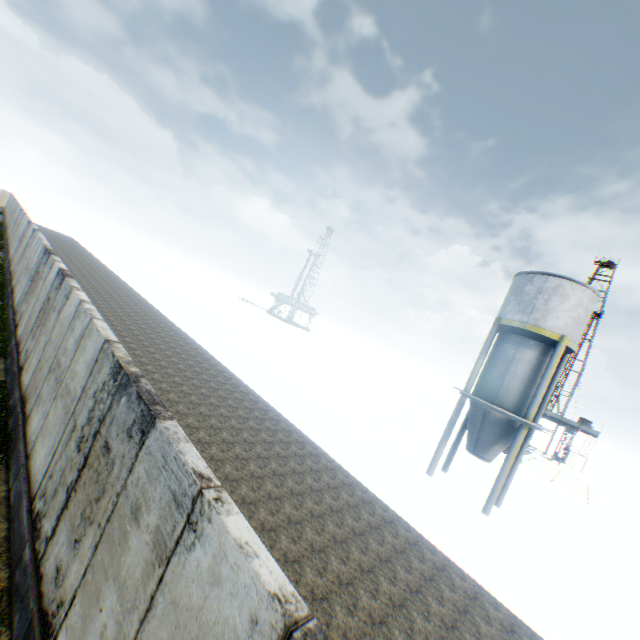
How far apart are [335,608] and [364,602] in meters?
0.9 m

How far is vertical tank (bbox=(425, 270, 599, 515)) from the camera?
16.2 meters

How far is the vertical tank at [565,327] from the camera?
16.22m
